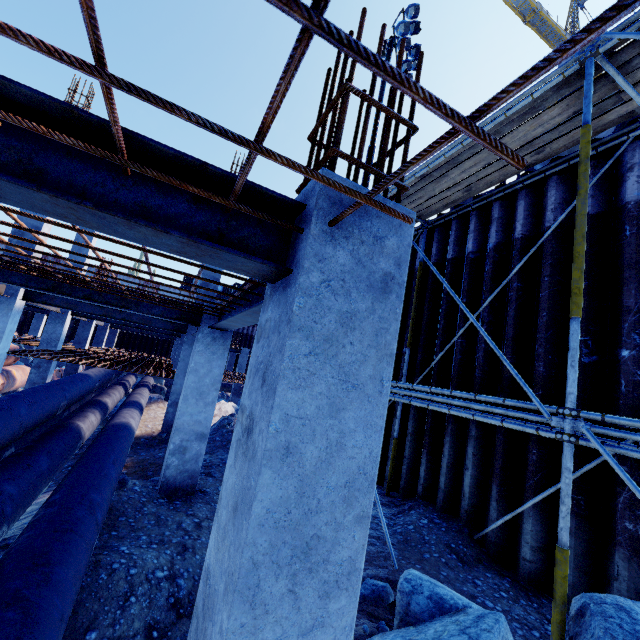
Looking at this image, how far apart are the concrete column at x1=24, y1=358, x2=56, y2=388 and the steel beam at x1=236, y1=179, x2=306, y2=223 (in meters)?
14.52

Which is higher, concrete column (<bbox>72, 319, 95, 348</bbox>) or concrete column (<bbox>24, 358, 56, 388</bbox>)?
concrete column (<bbox>72, 319, 95, 348</bbox>)

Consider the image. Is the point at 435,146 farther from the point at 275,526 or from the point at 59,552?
the point at 59,552

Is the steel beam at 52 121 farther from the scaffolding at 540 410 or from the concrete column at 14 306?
the concrete column at 14 306

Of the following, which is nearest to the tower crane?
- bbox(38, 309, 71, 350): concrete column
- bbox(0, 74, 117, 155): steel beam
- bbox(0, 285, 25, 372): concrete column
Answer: bbox(38, 309, 71, 350): concrete column

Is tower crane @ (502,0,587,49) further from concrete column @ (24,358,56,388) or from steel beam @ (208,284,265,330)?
steel beam @ (208,284,265,330)

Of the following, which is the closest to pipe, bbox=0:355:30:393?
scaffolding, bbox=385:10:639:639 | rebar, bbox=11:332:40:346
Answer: rebar, bbox=11:332:40:346

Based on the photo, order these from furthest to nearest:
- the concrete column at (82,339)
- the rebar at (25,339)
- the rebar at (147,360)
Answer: the concrete column at (82,339), the rebar at (25,339), the rebar at (147,360)
